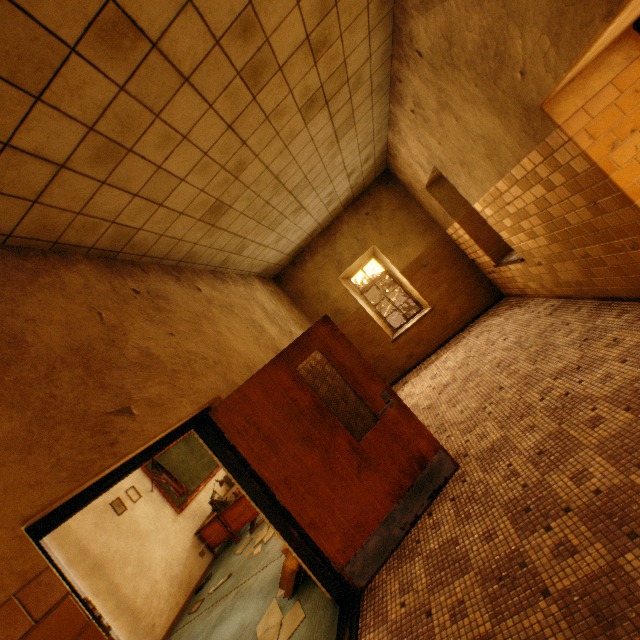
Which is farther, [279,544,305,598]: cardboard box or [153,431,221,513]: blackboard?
[153,431,221,513]: blackboard

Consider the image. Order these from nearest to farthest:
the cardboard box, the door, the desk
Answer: the door, the cardboard box, the desk

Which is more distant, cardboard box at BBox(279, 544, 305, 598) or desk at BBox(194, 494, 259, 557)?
desk at BBox(194, 494, 259, 557)

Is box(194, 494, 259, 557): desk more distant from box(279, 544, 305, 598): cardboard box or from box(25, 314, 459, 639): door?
box(25, 314, 459, 639): door

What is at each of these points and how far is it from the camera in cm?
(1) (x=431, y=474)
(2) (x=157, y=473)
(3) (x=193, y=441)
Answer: (1) door, 324
(2) flag, 660
(3) blackboard, 842

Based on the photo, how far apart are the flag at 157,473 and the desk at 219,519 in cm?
75

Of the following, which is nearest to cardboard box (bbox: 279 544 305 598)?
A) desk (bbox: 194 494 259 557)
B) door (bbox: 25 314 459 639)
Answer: door (bbox: 25 314 459 639)

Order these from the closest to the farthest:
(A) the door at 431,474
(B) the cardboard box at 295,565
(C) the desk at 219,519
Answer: (A) the door at 431,474 → (B) the cardboard box at 295,565 → (C) the desk at 219,519
